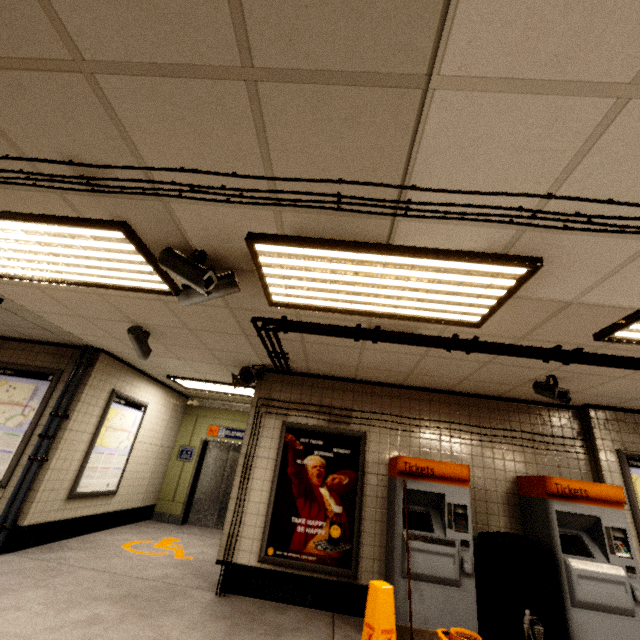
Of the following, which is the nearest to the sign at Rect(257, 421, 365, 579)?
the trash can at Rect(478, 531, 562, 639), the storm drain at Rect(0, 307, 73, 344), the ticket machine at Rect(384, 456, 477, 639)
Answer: the ticket machine at Rect(384, 456, 477, 639)

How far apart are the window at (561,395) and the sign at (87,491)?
6.9 meters

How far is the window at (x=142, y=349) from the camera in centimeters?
420cm

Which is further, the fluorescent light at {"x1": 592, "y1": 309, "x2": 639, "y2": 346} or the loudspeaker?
the loudspeaker

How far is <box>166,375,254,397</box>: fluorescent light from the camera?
6.7m

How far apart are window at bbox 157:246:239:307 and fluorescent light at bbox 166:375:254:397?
4.20m

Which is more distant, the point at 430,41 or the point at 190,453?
the point at 190,453

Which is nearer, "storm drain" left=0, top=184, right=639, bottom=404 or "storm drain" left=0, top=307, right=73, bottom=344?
"storm drain" left=0, top=184, right=639, bottom=404
